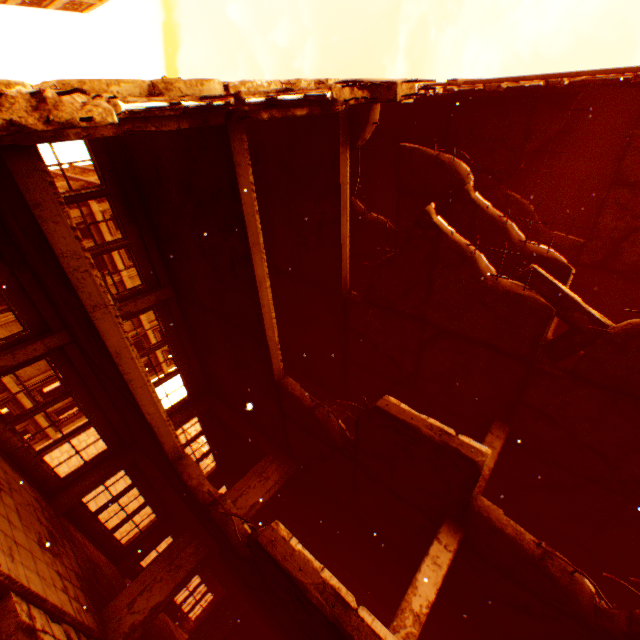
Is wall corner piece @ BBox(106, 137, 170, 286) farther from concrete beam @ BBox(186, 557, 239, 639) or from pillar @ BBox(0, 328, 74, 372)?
concrete beam @ BBox(186, 557, 239, 639)

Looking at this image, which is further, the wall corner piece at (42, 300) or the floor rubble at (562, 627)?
the wall corner piece at (42, 300)

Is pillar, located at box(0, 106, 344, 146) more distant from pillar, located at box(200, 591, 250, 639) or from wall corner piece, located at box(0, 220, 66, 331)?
pillar, located at box(200, 591, 250, 639)

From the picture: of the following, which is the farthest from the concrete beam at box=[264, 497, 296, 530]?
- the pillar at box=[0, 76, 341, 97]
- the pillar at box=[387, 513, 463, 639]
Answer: the pillar at box=[0, 76, 341, 97]

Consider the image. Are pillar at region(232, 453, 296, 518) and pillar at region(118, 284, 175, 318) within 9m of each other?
yes

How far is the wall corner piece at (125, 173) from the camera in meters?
8.1

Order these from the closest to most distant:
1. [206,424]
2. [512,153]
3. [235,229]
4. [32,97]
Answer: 1. [32,97]
2. [235,229]
3. [512,153]
4. [206,424]

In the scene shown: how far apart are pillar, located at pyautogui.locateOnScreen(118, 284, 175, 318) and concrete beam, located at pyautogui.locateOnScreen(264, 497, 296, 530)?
9.56m
